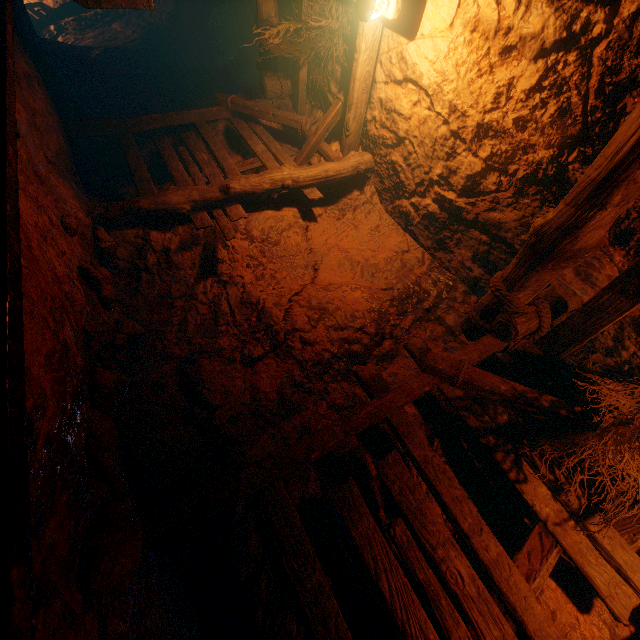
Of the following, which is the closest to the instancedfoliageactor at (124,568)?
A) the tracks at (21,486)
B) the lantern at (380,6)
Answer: the tracks at (21,486)

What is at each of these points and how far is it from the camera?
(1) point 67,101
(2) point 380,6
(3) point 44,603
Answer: (1) instancedfoliageactor, 6.15m
(2) lantern, 3.47m
(3) instancedfoliageactor, 1.12m

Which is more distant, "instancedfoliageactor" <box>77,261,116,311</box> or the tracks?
"instancedfoliageactor" <box>77,261,116,311</box>

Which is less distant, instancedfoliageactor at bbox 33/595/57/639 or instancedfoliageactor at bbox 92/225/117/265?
instancedfoliageactor at bbox 33/595/57/639

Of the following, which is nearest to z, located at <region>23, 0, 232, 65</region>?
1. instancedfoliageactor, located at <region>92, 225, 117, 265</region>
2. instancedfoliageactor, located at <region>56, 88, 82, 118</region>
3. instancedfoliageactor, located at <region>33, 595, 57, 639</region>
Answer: instancedfoliageactor, located at <region>56, 88, 82, 118</region>

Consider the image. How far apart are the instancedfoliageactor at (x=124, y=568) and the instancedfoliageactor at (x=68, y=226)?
1.73m

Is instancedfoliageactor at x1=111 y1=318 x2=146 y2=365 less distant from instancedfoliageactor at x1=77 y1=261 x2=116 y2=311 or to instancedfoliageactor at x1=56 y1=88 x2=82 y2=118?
instancedfoliageactor at x1=77 y1=261 x2=116 y2=311

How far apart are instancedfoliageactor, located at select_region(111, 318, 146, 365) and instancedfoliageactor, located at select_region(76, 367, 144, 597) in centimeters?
90cm
